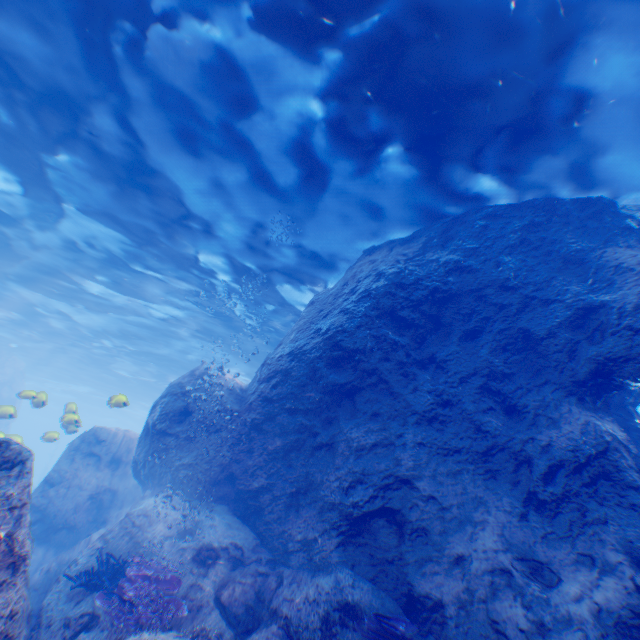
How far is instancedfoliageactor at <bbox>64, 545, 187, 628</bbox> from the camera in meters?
4.9

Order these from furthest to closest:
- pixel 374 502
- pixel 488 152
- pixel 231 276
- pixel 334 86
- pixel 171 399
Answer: pixel 231 276 → pixel 171 399 → pixel 488 152 → pixel 334 86 → pixel 374 502

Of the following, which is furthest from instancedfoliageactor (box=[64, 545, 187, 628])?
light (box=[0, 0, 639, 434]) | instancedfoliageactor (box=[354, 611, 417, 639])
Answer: instancedfoliageactor (box=[354, 611, 417, 639])

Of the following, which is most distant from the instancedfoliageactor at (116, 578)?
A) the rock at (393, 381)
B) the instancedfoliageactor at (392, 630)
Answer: the instancedfoliageactor at (392, 630)

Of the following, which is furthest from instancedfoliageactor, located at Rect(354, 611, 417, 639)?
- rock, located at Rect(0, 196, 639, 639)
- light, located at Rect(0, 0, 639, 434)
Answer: Result: light, located at Rect(0, 0, 639, 434)

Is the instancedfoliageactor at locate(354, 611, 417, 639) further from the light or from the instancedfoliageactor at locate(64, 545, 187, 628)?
the instancedfoliageactor at locate(64, 545, 187, 628)

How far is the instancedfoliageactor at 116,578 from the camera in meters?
4.9
